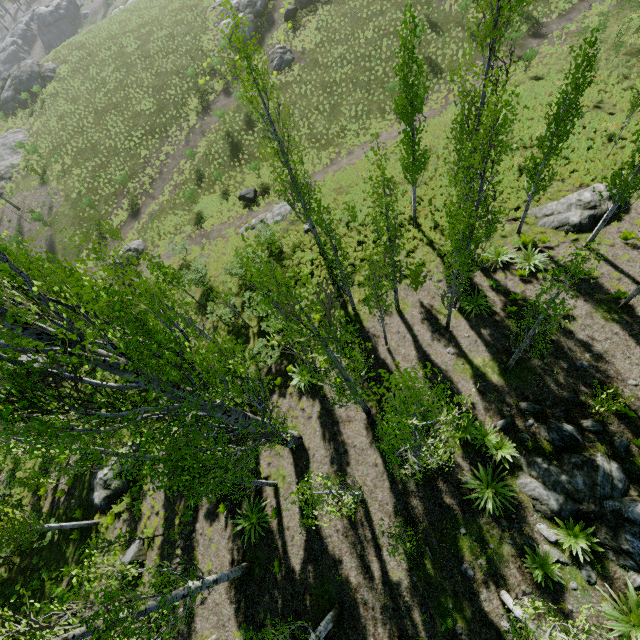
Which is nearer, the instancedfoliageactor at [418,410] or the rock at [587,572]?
the instancedfoliageactor at [418,410]

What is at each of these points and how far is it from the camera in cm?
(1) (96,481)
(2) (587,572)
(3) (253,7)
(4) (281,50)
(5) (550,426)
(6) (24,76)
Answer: (1) rock, 1714
(2) rock, 891
(3) rock, 3697
(4) rock, 3394
(5) rock, 1081
(6) rock, 4531

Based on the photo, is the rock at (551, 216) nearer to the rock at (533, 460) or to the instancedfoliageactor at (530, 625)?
the instancedfoliageactor at (530, 625)

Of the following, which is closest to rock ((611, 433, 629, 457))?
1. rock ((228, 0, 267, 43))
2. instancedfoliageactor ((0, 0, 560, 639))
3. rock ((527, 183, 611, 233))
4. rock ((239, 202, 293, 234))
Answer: instancedfoliageactor ((0, 0, 560, 639))

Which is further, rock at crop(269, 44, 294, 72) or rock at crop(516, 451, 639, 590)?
rock at crop(269, 44, 294, 72)

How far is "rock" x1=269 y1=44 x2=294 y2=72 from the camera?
33.7 meters

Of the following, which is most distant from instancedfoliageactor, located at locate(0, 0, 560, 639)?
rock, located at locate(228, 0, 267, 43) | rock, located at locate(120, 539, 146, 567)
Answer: rock, located at locate(228, 0, 267, 43)

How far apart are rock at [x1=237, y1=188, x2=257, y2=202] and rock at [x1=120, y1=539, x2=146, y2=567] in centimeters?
2425cm
